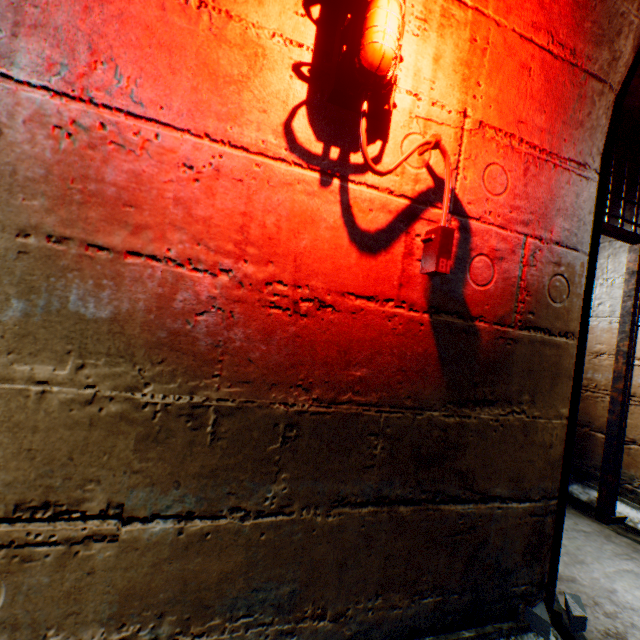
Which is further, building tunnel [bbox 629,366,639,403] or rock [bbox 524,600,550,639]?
building tunnel [bbox 629,366,639,403]

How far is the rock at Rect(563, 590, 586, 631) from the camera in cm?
121

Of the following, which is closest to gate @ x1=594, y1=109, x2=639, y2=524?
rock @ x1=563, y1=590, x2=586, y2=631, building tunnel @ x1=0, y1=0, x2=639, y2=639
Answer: building tunnel @ x1=0, y1=0, x2=639, y2=639

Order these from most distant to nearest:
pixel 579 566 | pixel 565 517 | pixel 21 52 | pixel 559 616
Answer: pixel 565 517
pixel 579 566
pixel 559 616
pixel 21 52

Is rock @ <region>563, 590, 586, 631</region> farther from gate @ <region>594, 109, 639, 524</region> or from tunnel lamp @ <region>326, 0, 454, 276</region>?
tunnel lamp @ <region>326, 0, 454, 276</region>

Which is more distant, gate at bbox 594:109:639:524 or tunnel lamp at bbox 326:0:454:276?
gate at bbox 594:109:639:524

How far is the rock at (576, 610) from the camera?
1.2m

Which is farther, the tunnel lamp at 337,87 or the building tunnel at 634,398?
the building tunnel at 634,398
